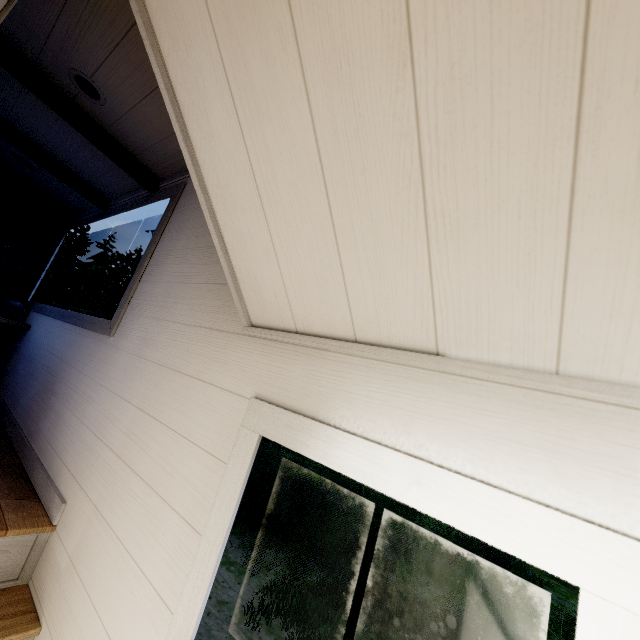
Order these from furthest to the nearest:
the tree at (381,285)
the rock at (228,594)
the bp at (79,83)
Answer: the rock at (228,594) < the bp at (79,83) < the tree at (381,285)

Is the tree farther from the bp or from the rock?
the rock

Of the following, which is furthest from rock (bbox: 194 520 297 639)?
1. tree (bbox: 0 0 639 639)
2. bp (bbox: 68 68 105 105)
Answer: bp (bbox: 68 68 105 105)

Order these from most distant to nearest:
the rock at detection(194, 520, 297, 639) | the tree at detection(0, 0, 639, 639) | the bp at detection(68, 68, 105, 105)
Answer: the rock at detection(194, 520, 297, 639) → the bp at detection(68, 68, 105, 105) → the tree at detection(0, 0, 639, 639)

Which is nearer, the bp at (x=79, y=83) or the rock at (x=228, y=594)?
the bp at (x=79, y=83)

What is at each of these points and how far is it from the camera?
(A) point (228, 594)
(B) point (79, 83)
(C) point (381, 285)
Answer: (A) rock, 5.7m
(B) bp, 2.0m
(C) tree, 0.8m
